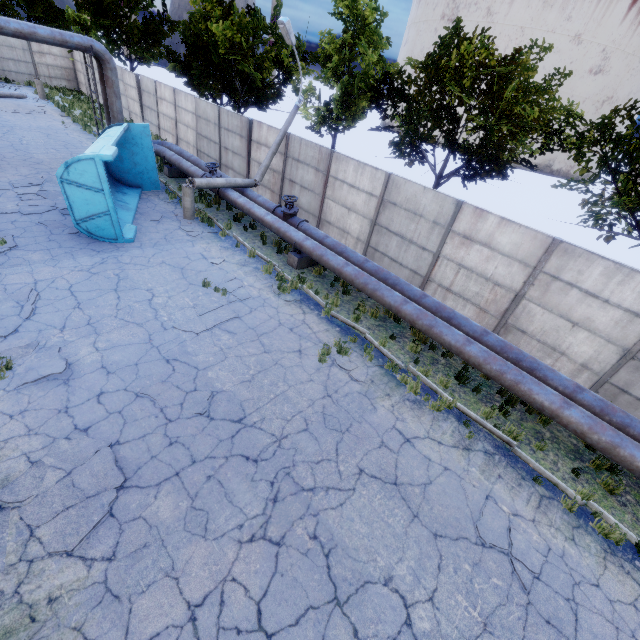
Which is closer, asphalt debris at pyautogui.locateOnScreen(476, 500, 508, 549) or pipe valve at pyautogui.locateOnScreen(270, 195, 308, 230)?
asphalt debris at pyautogui.locateOnScreen(476, 500, 508, 549)

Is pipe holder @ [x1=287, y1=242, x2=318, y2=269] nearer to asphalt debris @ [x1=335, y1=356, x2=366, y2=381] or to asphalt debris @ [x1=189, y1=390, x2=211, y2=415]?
asphalt debris @ [x1=335, y1=356, x2=366, y2=381]

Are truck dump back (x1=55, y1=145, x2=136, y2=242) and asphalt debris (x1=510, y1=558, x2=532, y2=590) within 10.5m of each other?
no

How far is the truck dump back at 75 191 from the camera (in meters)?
9.55

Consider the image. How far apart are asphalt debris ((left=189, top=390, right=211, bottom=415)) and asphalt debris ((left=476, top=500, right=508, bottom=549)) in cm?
534

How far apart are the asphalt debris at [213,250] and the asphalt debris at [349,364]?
5.1 meters

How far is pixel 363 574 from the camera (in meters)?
4.89

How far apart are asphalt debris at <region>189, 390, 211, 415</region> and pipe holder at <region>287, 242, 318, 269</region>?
6.42m
